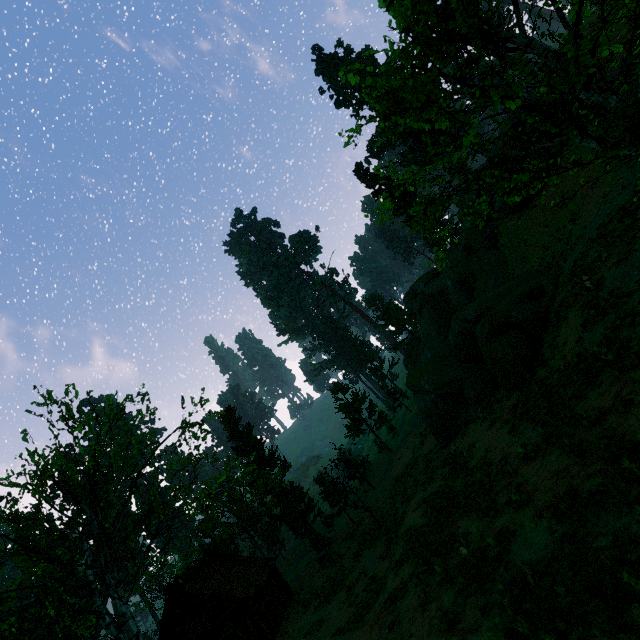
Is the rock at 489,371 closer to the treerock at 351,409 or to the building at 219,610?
the treerock at 351,409

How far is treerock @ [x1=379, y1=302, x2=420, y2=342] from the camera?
56.6m

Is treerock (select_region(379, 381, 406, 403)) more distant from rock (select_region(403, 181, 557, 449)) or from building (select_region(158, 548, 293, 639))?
rock (select_region(403, 181, 557, 449))

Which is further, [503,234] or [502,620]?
[503,234]

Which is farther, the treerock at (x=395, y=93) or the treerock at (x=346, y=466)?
the treerock at (x=346, y=466)

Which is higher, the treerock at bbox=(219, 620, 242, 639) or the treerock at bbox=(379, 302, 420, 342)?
the treerock at bbox=(379, 302, 420, 342)
